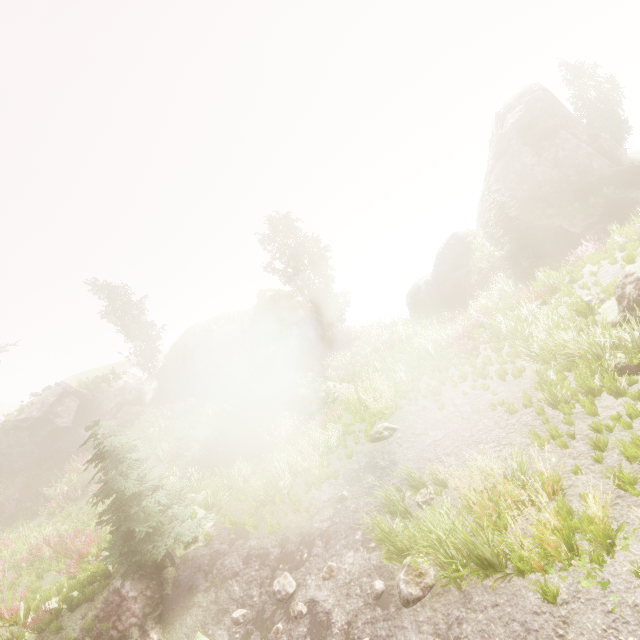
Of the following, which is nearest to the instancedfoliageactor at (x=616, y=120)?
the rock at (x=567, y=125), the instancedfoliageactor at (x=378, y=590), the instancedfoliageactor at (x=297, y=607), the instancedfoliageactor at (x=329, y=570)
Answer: the rock at (x=567, y=125)

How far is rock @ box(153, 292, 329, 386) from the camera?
24.3m

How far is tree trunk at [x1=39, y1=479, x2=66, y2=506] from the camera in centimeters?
1895cm

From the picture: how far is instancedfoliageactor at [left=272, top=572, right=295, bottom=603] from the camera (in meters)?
7.48

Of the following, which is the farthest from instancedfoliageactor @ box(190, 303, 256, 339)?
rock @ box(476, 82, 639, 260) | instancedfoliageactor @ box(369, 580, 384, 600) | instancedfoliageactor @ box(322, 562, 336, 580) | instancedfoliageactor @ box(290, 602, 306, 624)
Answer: instancedfoliageactor @ box(290, 602, 306, 624)

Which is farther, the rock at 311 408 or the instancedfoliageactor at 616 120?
the instancedfoliageactor at 616 120

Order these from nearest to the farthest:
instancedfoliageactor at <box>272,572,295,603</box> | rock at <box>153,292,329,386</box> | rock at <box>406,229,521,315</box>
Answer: instancedfoliageactor at <box>272,572,295,603</box>
rock at <box>153,292,329,386</box>
rock at <box>406,229,521,315</box>

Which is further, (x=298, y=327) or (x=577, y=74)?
(x=577, y=74)
